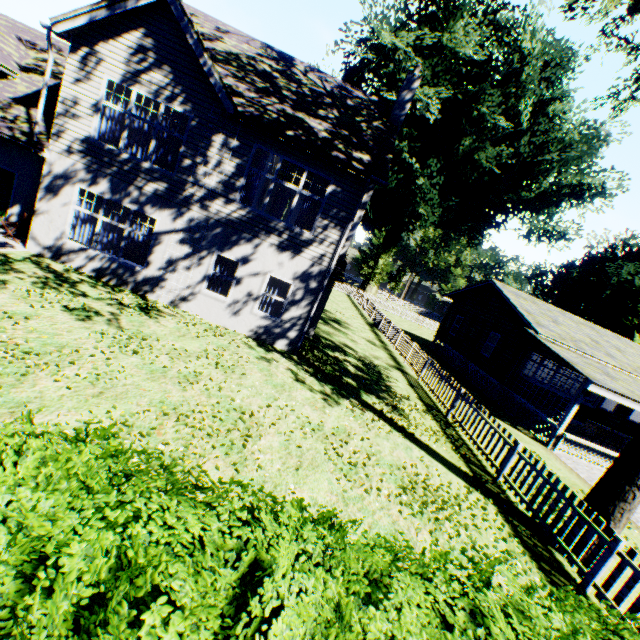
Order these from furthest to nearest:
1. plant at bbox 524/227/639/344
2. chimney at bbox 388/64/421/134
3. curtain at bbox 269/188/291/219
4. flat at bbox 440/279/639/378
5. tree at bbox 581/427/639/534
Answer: plant at bbox 524/227/639/344 → curtain at bbox 269/188/291/219 → flat at bbox 440/279/639/378 → chimney at bbox 388/64/421/134 → tree at bbox 581/427/639/534

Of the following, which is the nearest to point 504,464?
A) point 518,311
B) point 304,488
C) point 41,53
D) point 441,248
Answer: point 304,488

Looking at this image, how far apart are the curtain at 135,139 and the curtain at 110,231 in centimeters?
220cm

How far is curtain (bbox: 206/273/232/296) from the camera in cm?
1190

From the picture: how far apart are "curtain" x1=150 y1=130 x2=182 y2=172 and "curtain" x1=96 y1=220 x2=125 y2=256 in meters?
2.2

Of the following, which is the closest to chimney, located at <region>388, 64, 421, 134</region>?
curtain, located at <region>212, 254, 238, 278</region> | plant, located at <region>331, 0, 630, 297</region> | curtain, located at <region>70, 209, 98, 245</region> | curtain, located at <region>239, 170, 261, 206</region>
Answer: curtain, located at <region>212, 254, 238, 278</region>

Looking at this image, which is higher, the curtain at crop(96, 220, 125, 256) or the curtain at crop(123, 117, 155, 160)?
the curtain at crop(123, 117, 155, 160)

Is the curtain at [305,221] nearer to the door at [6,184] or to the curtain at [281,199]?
the curtain at [281,199]
